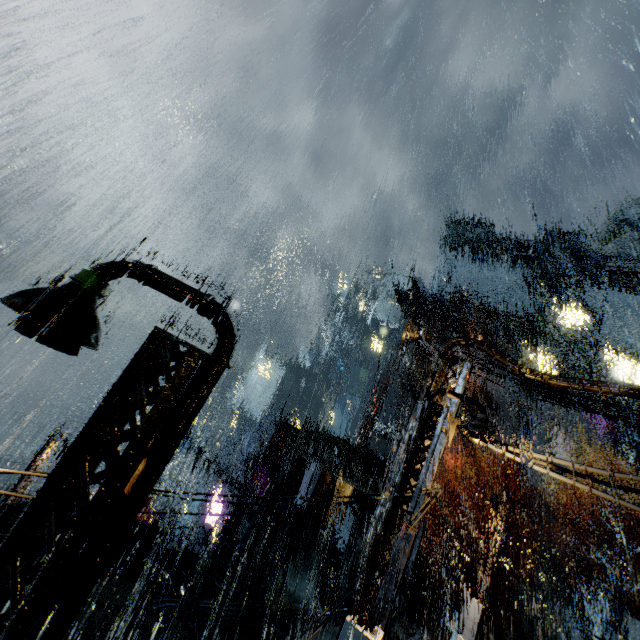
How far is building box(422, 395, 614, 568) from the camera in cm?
3284

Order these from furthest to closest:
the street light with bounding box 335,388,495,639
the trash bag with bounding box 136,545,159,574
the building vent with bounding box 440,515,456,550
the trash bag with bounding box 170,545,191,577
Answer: the building vent with bounding box 440,515,456,550 < the trash bag with bounding box 170,545,191,577 < the trash bag with bounding box 136,545,159,574 < the street light with bounding box 335,388,495,639

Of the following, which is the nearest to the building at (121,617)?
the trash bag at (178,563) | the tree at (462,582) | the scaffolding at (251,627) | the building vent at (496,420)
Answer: the building vent at (496,420)

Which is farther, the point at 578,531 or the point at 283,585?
the point at 578,531

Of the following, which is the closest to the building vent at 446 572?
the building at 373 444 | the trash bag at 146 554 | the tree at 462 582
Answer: the building at 373 444

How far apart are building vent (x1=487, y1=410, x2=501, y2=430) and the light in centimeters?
4393cm

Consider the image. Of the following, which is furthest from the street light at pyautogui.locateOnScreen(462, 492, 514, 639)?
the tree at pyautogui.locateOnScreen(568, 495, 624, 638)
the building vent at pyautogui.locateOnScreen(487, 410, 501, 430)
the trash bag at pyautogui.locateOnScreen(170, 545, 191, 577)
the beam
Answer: the building vent at pyautogui.locateOnScreen(487, 410, 501, 430)

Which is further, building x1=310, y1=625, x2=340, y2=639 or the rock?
the rock
